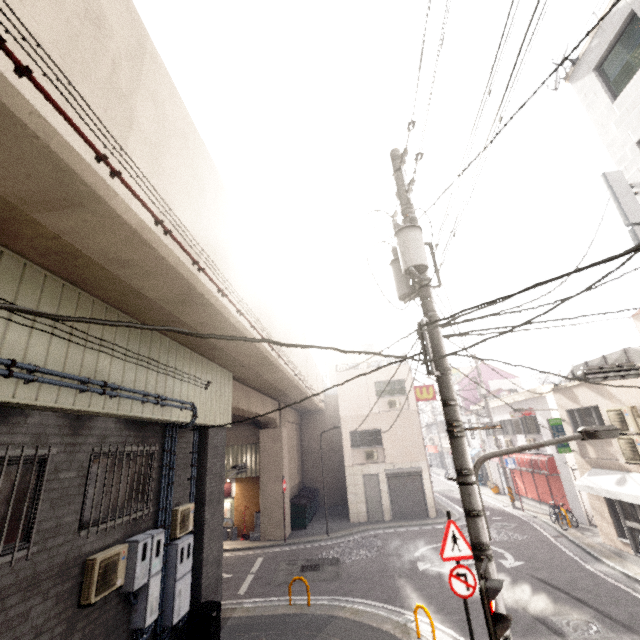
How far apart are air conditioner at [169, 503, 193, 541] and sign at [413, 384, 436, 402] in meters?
15.9 m

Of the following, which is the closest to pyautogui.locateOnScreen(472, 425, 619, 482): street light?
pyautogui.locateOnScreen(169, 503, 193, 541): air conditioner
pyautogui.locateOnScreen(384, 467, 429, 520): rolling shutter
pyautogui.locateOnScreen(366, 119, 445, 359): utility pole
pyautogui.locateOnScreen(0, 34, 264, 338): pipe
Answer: pyautogui.locateOnScreen(366, 119, 445, 359): utility pole

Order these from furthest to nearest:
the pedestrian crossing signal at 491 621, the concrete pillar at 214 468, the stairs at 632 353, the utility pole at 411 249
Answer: the stairs at 632 353 < the concrete pillar at 214 468 < the utility pole at 411 249 < the pedestrian crossing signal at 491 621

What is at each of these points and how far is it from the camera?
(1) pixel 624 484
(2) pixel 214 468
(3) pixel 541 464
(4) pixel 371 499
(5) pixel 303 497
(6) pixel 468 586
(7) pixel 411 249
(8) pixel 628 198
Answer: (1) awning, 10.55m
(2) concrete pillar, 9.28m
(3) awning, 17.02m
(4) door, 19.12m
(5) dumpster, 20.59m
(6) sign, 5.85m
(7) utility pole, 4.84m
(8) sign, 8.56m

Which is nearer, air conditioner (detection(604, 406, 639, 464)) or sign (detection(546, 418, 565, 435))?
air conditioner (detection(604, 406, 639, 464))

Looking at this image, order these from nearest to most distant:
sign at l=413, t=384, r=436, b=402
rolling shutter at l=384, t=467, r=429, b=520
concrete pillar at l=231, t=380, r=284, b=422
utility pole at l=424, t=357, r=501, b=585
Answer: utility pole at l=424, t=357, r=501, b=585 → concrete pillar at l=231, t=380, r=284, b=422 → rolling shutter at l=384, t=467, r=429, b=520 → sign at l=413, t=384, r=436, b=402

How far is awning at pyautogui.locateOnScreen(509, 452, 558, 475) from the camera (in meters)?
16.54

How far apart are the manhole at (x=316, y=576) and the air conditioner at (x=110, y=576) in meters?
7.8 m
